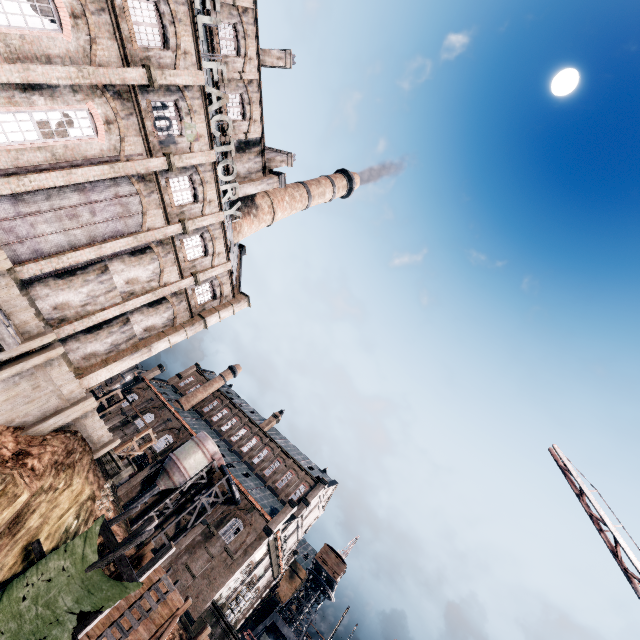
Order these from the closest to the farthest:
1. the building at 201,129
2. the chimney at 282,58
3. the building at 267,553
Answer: the building at 201,129, the chimney at 282,58, the building at 267,553

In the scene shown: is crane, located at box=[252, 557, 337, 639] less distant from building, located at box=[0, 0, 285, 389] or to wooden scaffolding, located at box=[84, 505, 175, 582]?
wooden scaffolding, located at box=[84, 505, 175, 582]

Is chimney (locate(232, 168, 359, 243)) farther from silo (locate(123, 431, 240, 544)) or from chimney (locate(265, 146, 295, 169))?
silo (locate(123, 431, 240, 544))

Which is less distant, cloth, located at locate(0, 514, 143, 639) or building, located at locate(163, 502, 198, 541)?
cloth, located at locate(0, 514, 143, 639)

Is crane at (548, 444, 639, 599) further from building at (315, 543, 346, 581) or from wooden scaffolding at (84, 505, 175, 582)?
building at (315, 543, 346, 581)

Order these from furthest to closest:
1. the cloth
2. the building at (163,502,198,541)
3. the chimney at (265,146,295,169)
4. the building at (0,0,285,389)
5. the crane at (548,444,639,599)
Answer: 1. the building at (163,502,198,541)
2. the chimney at (265,146,295,169)
3. the building at (0,0,285,389)
4. the cloth
5. the crane at (548,444,639,599)

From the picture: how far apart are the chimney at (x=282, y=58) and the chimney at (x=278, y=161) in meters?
7.5 m

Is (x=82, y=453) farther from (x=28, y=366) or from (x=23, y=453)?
(x=28, y=366)
